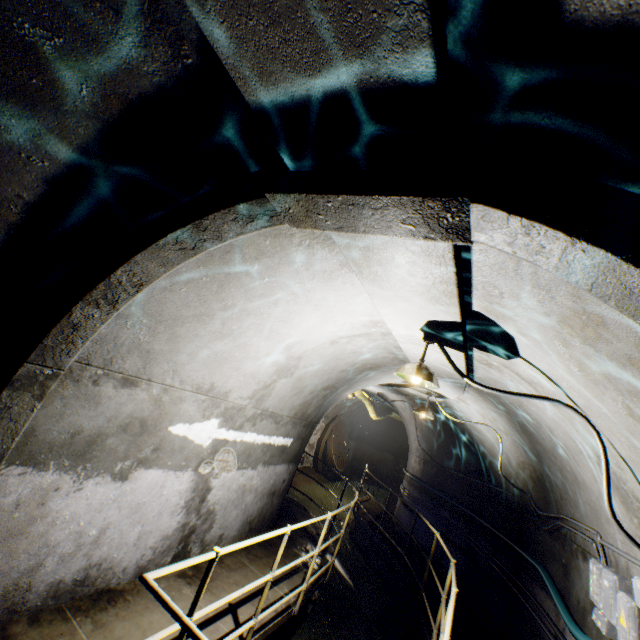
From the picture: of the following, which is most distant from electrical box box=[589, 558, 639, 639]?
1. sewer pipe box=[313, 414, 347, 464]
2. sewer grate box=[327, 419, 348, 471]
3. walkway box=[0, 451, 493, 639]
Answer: sewer grate box=[327, 419, 348, 471]

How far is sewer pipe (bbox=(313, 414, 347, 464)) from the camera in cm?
1519

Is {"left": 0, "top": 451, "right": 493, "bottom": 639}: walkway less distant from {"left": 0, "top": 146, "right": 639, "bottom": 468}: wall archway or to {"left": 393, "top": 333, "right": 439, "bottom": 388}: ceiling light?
{"left": 0, "top": 146, "right": 639, "bottom": 468}: wall archway

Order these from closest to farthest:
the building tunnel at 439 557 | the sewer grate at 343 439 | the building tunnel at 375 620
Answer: the building tunnel at 375 620 < the building tunnel at 439 557 < the sewer grate at 343 439

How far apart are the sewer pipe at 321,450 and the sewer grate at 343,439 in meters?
0.0 m

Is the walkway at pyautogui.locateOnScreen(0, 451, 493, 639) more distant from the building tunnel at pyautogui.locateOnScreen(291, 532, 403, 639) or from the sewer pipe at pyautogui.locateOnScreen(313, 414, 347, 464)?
the sewer pipe at pyautogui.locateOnScreen(313, 414, 347, 464)

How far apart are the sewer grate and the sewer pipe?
0.01m

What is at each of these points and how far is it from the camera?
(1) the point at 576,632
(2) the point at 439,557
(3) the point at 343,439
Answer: (1) cable, 3.50m
(2) building tunnel, 8.08m
(3) sewer grate, 17.03m
